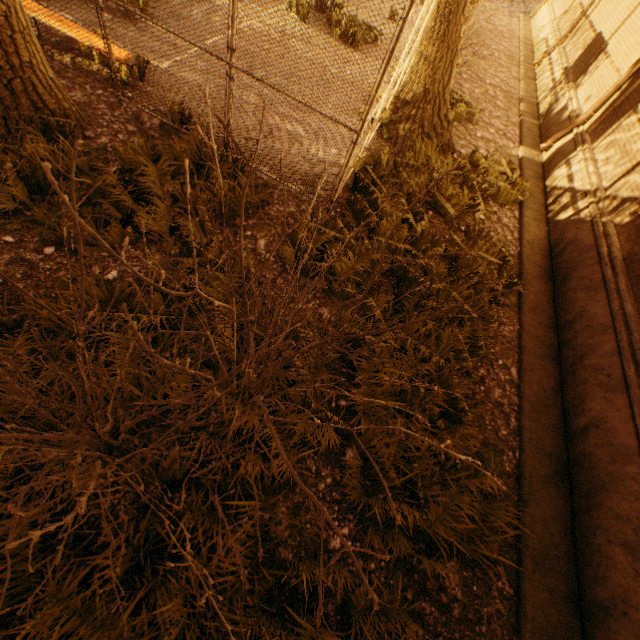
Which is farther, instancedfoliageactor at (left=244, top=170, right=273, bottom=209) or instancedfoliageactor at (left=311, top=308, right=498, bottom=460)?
instancedfoliageactor at (left=244, top=170, right=273, bottom=209)

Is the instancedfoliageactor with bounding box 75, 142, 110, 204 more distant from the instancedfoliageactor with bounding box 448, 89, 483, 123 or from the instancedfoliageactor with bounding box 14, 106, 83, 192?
the instancedfoliageactor with bounding box 448, 89, 483, 123

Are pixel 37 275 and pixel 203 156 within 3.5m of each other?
yes

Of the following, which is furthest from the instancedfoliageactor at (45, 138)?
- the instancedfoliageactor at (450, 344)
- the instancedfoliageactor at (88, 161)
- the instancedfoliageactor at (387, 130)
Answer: the instancedfoliageactor at (450, 344)

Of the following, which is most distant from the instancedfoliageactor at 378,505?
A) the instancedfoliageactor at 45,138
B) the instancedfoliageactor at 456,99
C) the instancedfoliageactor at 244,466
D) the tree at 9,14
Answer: the instancedfoliageactor at 456,99

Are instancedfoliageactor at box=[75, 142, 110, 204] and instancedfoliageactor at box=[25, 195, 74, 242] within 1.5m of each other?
yes

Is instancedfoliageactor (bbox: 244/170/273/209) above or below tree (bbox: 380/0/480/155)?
below

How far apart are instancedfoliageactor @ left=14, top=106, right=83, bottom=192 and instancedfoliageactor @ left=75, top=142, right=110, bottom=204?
0.1m
